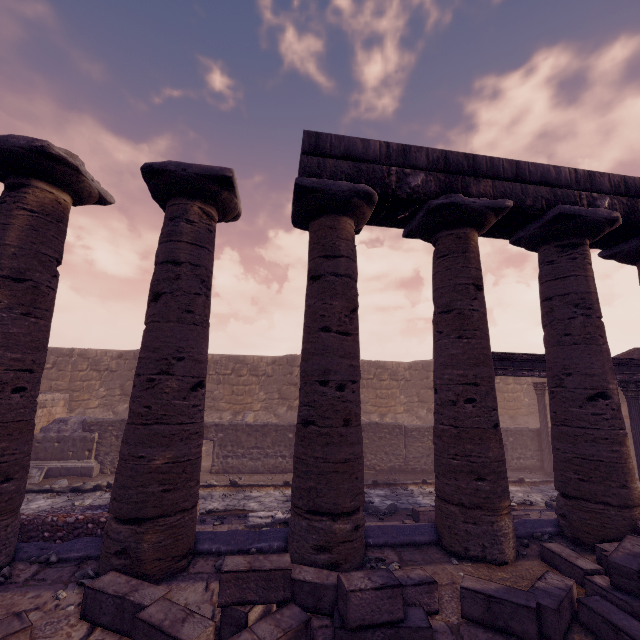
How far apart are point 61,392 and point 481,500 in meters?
19.0 m

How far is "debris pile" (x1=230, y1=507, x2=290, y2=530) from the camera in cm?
721

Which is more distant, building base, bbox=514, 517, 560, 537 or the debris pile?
the debris pile

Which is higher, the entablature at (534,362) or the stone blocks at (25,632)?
the entablature at (534,362)

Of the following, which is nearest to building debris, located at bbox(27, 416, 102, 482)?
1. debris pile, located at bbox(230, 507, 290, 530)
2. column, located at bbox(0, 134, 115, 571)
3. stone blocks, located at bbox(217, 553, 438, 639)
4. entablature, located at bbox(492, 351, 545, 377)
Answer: debris pile, located at bbox(230, 507, 290, 530)

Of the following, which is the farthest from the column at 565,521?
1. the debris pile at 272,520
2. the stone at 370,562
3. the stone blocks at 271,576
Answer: the debris pile at 272,520

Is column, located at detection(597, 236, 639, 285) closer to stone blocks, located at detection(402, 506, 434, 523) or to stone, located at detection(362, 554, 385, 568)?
stone blocks, located at detection(402, 506, 434, 523)

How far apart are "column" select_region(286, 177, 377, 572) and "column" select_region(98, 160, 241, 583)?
0.8 meters
